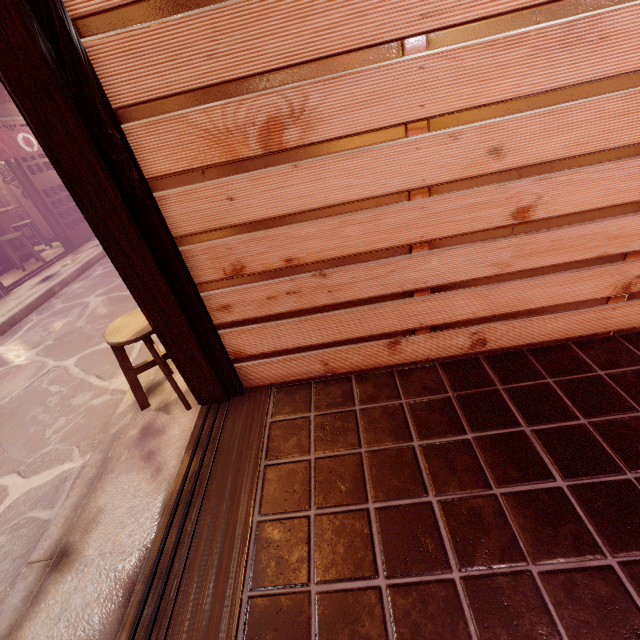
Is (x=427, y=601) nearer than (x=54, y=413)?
Yes

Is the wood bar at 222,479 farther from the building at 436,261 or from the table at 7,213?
the table at 7,213

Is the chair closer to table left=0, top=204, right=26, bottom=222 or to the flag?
the flag

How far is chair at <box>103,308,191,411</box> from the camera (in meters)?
4.24

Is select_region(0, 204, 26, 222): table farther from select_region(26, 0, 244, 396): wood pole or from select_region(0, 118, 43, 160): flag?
select_region(26, 0, 244, 396): wood pole

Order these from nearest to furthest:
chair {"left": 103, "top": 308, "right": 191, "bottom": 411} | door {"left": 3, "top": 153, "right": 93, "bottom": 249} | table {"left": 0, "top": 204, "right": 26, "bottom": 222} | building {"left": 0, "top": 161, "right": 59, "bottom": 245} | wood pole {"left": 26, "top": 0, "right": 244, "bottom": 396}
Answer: wood pole {"left": 26, "top": 0, "right": 244, "bottom": 396}
chair {"left": 103, "top": 308, "right": 191, "bottom": 411}
door {"left": 3, "top": 153, "right": 93, "bottom": 249}
table {"left": 0, "top": 204, "right": 26, "bottom": 222}
building {"left": 0, "top": 161, "right": 59, "bottom": 245}

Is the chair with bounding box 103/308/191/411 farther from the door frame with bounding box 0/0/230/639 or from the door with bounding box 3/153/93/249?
the door with bounding box 3/153/93/249

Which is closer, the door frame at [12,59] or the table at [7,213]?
the door frame at [12,59]
